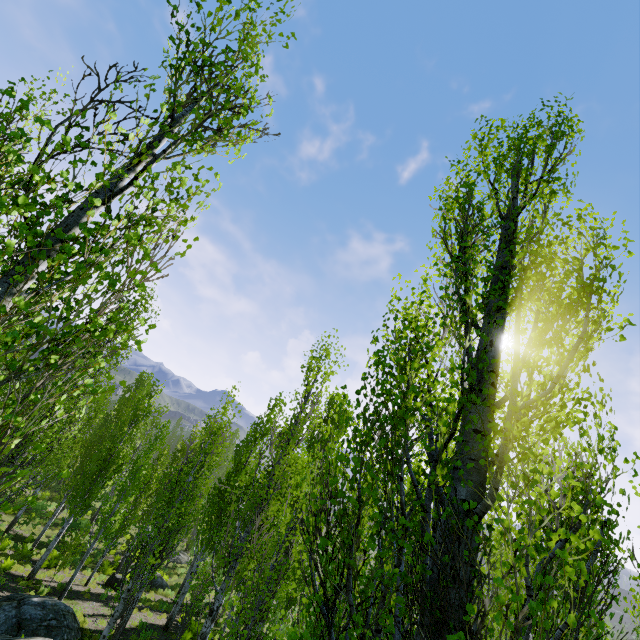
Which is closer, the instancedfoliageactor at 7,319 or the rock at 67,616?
the instancedfoliageactor at 7,319

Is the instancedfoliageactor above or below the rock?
above

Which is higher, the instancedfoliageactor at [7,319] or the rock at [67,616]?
the instancedfoliageactor at [7,319]

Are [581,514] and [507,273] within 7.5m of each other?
yes

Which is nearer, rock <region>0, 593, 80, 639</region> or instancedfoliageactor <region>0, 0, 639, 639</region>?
instancedfoliageactor <region>0, 0, 639, 639</region>
